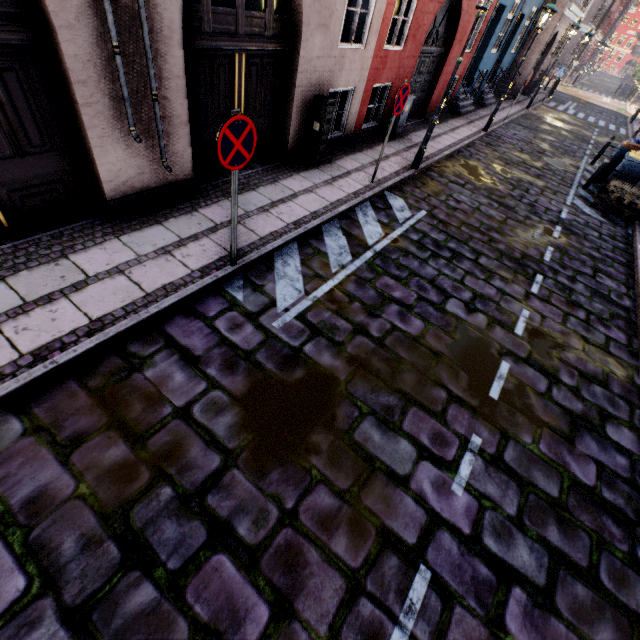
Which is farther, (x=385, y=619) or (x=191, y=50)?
(x=191, y=50)

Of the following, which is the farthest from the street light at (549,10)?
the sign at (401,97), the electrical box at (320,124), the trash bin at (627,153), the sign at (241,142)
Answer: the sign at (241,142)

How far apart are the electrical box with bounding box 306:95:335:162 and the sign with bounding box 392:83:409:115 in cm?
131

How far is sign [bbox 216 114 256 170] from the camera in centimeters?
318cm

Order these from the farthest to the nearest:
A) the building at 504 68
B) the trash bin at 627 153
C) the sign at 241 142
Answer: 1. the building at 504 68
2. the trash bin at 627 153
3. the sign at 241 142

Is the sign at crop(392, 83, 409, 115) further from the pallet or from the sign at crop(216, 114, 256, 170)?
the pallet

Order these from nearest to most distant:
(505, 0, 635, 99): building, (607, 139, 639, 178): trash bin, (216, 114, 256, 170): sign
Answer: (216, 114, 256, 170): sign, (607, 139, 639, 178): trash bin, (505, 0, 635, 99): building

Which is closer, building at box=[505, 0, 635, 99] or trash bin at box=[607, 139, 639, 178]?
trash bin at box=[607, 139, 639, 178]
